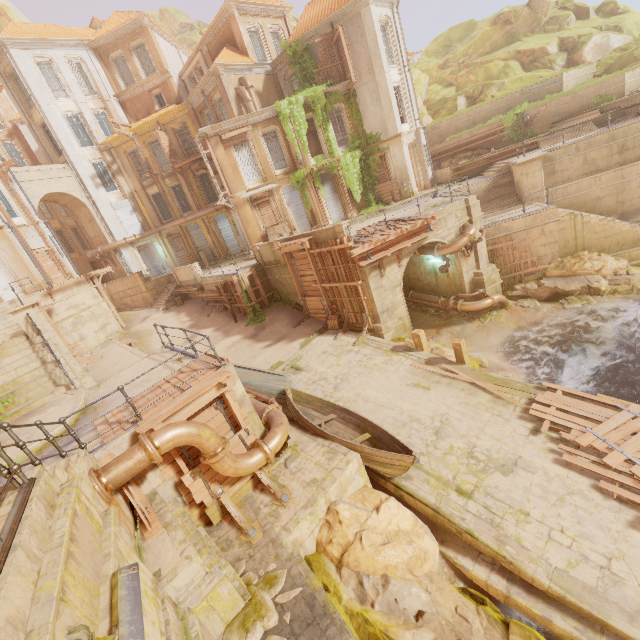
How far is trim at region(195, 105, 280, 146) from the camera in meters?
21.8 m

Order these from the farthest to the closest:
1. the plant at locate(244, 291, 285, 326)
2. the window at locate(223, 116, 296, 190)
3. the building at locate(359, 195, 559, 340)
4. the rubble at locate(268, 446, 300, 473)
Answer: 1. the window at locate(223, 116, 296, 190)
2. the plant at locate(244, 291, 285, 326)
3. the building at locate(359, 195, 559, 340)
4. the rubble at locate(268, 446, 300, 473)

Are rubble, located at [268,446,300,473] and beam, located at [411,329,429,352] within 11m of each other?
yes

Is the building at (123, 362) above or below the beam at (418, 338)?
above

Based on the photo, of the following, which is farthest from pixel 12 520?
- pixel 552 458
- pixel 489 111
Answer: pixel 489 111

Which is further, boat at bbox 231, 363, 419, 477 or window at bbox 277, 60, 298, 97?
window at bbox 277, 60, 298, 97

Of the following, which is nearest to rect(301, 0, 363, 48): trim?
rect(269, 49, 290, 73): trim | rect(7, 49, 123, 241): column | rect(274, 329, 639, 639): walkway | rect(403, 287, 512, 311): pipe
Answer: rect(269, 49, 290, 73): trim

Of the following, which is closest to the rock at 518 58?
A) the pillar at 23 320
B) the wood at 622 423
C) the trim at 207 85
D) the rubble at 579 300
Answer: the trim at 207 85
